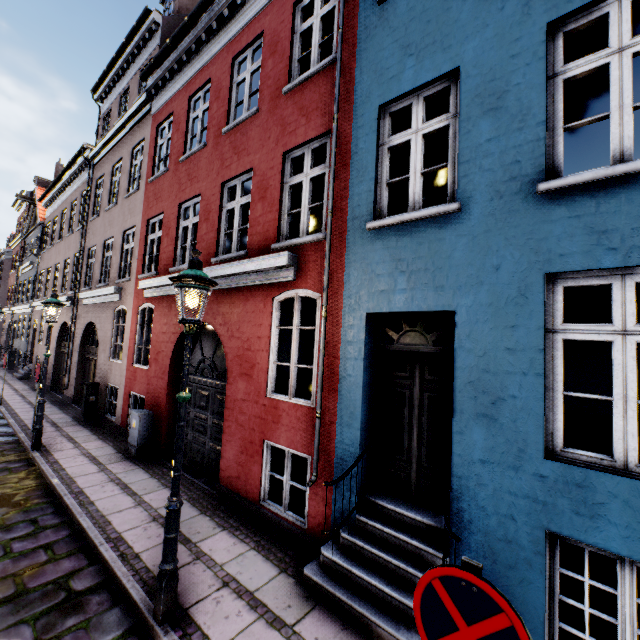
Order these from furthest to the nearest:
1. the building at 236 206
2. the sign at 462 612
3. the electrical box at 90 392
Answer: the electrical box at 90 392 < the building at 236 206 < the sign at 462 612

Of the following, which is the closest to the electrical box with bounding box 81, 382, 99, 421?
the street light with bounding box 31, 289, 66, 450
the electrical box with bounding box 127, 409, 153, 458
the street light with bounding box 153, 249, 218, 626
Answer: the street light with bounding box 31, 289, 66, 450

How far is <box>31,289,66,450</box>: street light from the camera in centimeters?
788cm

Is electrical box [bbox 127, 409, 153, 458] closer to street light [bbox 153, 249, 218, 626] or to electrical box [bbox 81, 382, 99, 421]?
electrical box [bbox 81, 382, 99, 421]

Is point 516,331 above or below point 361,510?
above

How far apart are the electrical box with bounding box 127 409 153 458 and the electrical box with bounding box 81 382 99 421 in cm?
378

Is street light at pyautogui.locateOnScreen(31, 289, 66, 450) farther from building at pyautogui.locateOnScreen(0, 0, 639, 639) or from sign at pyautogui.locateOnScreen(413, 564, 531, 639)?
sign at pyautogui.locateOnScreen(413, 564, 531, 639)

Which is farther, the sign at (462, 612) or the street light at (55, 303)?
the street light at (55, 303)
